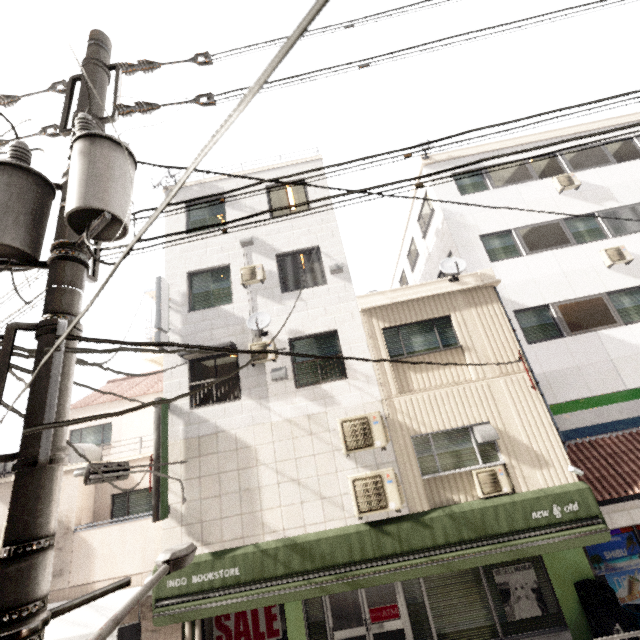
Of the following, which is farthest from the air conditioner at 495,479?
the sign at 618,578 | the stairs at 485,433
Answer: the sign at 618,578

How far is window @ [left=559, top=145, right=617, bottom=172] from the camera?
12.1m

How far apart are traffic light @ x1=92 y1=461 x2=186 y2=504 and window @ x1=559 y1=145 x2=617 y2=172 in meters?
16.2

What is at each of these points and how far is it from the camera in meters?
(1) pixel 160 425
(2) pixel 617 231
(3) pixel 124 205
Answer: (1) sign, 8.3
(2) window, 11.0
(3) utility pole, 2.4

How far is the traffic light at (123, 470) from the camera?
5.7m

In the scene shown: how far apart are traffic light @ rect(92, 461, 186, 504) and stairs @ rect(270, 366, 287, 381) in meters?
3.0 m

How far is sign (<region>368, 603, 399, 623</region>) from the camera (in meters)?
7.68

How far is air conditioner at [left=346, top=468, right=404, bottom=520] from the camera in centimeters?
738cm
